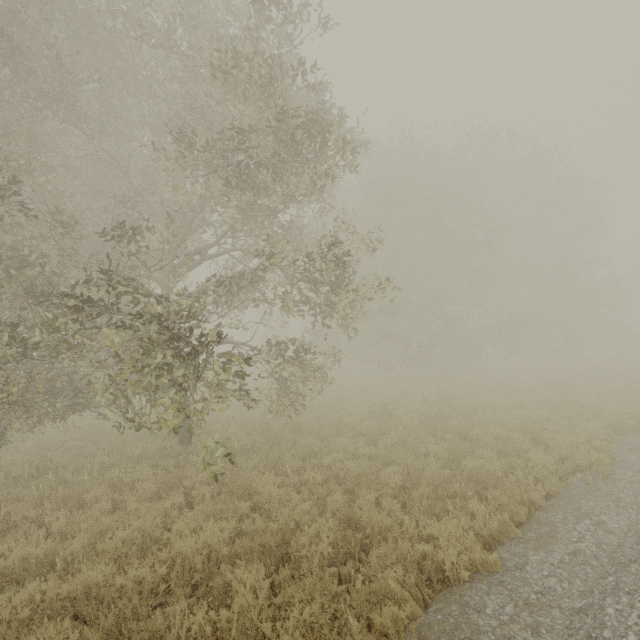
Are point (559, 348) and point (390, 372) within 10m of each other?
no
